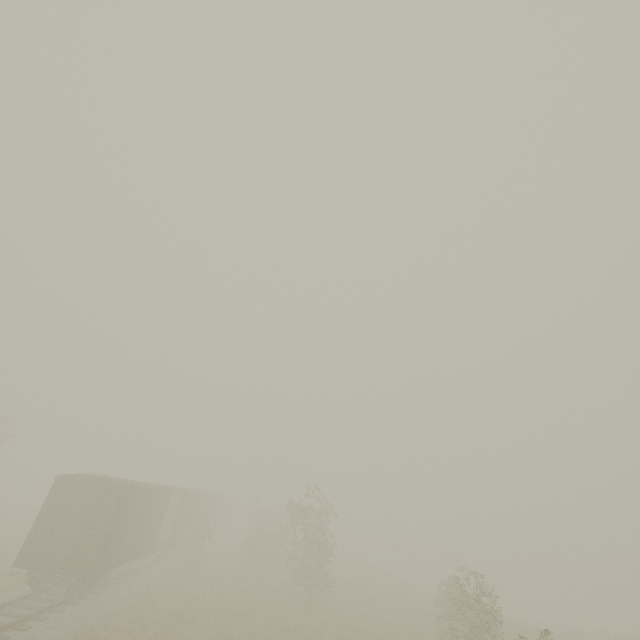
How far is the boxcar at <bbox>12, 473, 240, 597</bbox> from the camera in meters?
14.3

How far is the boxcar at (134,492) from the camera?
14.3m

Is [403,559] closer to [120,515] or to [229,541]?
[229,541]
